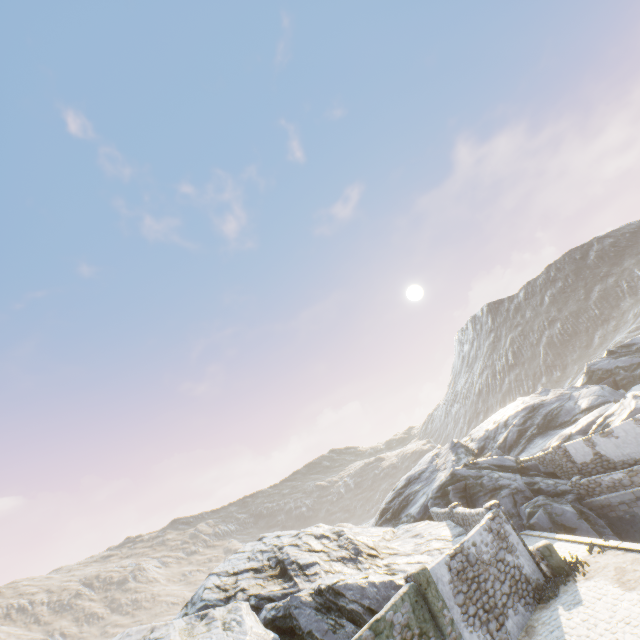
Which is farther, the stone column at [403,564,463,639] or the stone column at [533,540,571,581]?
the stone column at [533,540,571,581]

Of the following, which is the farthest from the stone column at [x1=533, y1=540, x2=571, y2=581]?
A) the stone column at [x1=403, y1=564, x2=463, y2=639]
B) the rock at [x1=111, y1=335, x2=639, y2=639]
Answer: the stone column at [x1=403, y1=564, x2=463, y2=639]

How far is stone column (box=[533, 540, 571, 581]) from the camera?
12.9 meters

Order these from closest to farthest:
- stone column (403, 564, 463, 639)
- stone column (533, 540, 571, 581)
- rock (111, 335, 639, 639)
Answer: stone column (403, 564, 463, 639)
rock (111, 335, 639, 639)
stone column (533, 540, 571, 581)

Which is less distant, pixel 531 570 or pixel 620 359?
pixel 531 570

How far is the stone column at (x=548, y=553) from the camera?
12.91m

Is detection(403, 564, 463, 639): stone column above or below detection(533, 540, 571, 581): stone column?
above

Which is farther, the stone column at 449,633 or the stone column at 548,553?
the stone column at 548,553
